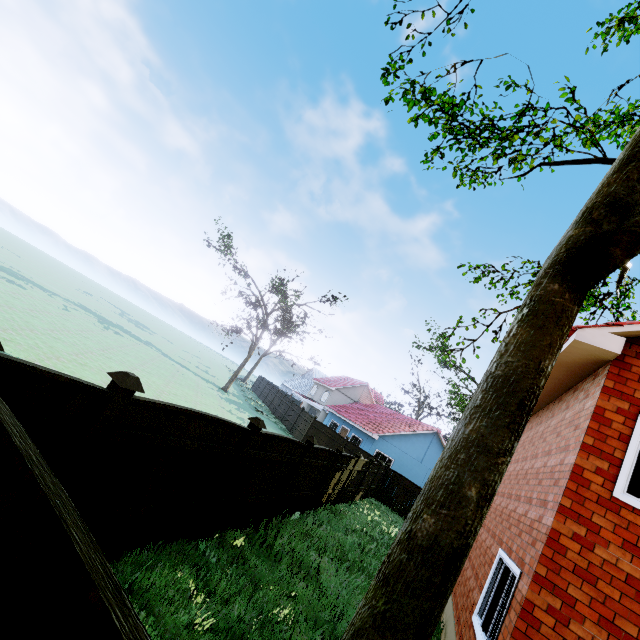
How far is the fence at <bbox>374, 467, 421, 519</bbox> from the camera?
20.88m

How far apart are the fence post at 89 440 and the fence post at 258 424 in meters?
2.7

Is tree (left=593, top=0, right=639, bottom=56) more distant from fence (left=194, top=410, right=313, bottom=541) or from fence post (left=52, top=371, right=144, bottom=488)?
fence post (left=52, top=371, right=144, bottom=488)

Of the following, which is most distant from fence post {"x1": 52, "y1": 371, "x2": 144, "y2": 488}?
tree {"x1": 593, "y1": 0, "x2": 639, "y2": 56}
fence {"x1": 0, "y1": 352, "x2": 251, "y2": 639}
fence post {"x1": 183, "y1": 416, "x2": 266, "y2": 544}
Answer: tree {"x1": 593, "y1": 0, "x2": 639, "y2": 56}

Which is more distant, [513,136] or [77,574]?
[513,136]

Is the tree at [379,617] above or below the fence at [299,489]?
above

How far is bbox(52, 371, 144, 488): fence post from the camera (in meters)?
3.32

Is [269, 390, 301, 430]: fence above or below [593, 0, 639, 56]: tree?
below
